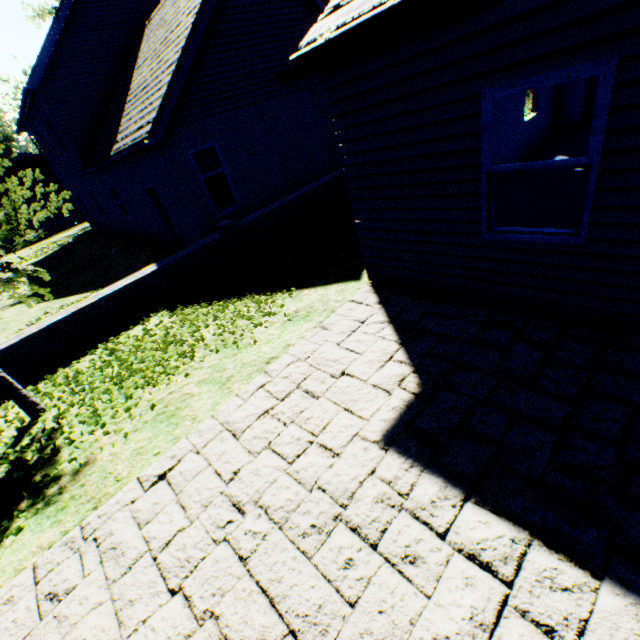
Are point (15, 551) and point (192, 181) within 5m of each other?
no

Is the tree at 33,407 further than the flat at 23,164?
No

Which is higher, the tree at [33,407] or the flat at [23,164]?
the flat at [23,164]

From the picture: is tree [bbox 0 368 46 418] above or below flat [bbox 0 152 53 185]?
below

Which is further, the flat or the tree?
the flat
